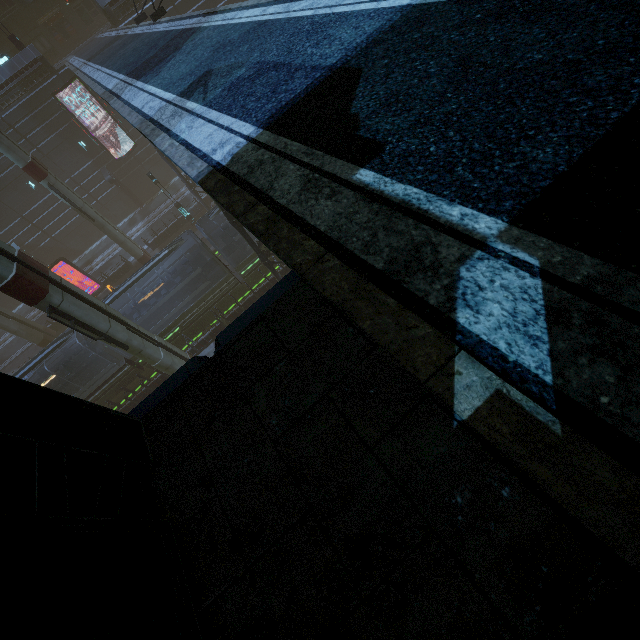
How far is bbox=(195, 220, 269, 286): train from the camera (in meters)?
19.22

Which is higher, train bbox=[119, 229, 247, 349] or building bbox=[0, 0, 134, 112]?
building bbox=[0, 0, 134, 112]

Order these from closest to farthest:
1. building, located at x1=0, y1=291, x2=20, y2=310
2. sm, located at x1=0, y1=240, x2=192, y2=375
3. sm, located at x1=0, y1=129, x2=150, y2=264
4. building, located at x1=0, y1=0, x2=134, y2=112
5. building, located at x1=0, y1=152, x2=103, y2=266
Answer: sm, located at x1=0, y1=240, x2=192, y2=375 < sm, located at x1=0, y1=129, x2=150, y2=264 < building, located at x1=0, y1=0, x2=134, y2=112 < building, located at x1=0, y1=152, x2=103, y2=266 < building, located at x1=0, y1=291, x2=20, y2=310

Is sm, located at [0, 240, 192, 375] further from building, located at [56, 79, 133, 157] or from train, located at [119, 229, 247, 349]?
train, located at [119, 229, 247, 349]

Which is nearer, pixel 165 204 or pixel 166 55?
pixel 166 55

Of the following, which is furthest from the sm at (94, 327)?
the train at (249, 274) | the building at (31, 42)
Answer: the train at (249, 274)

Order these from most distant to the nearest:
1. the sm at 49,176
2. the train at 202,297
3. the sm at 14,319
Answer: the sm at 14,319 → the sm at 49,176 → the train at 202,297
